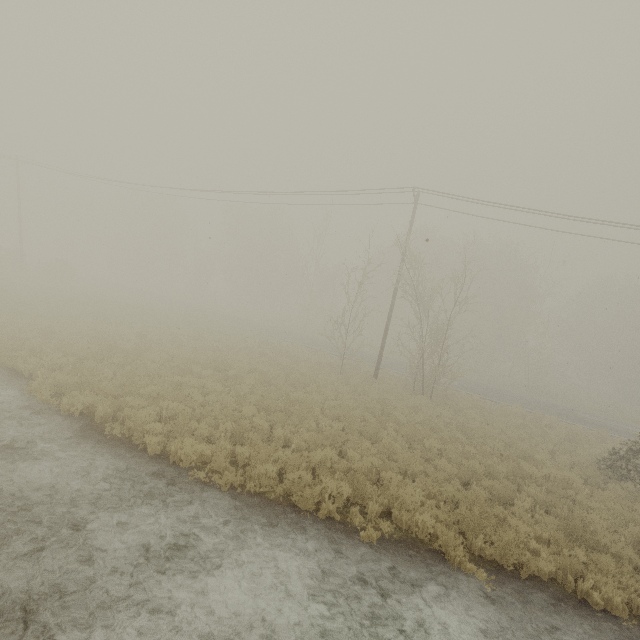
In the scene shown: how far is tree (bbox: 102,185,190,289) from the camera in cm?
5299

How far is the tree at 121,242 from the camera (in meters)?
52.99

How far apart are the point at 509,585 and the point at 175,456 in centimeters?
801cm
